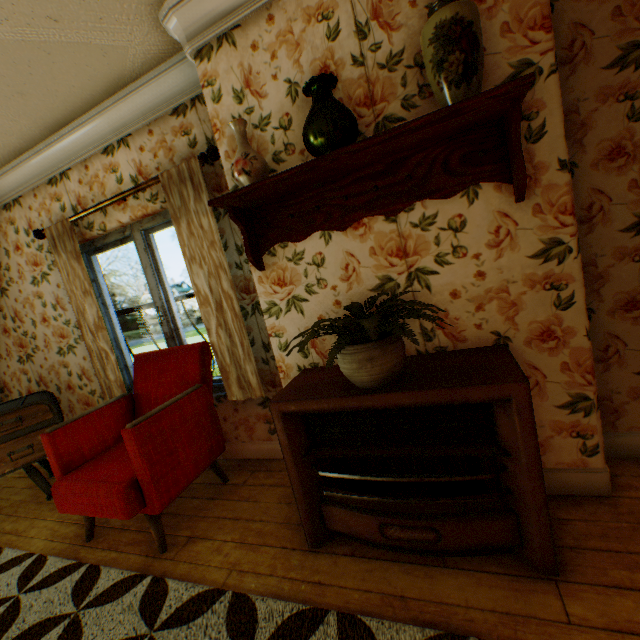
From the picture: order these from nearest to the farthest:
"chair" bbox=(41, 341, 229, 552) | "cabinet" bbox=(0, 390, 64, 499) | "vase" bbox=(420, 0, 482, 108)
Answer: "vase" bbox=(420, 0, 482, 108), "chair" bbox=(41, 341, 229, 552), "cabinet" bbox=(0, 390, 64, 499)

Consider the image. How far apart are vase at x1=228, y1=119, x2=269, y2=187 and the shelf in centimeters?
9cm

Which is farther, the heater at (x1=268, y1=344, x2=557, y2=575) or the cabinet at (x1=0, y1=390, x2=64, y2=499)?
the cabinet at (x1=0, y1=390, x2=64, y2=499)

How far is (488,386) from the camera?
1.3m

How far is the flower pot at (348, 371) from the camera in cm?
145

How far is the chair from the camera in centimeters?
199cm

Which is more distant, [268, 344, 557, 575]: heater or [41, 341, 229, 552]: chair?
[41, 341, 229, 552]: chair

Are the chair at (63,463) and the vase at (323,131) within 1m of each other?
no
